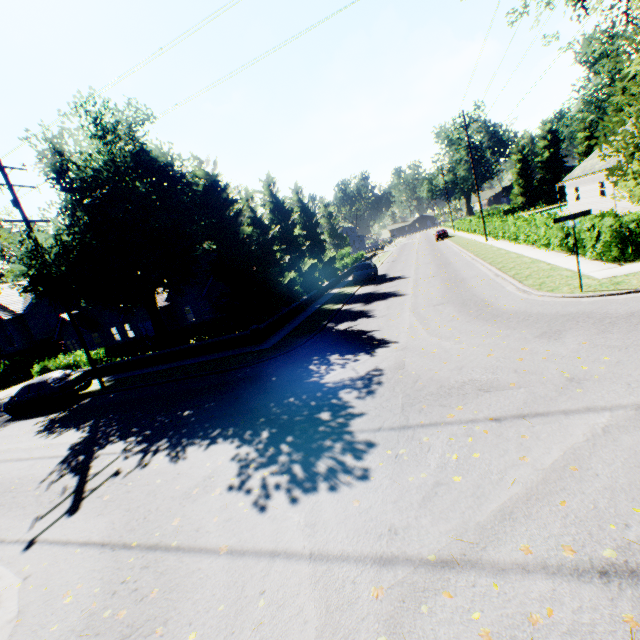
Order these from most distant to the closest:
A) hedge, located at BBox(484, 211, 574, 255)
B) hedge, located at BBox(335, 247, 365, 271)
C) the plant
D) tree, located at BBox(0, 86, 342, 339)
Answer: the plant, hedge, located at BBox(335, 247, 365, 271), hedge, located at BBox(484, 211, 574, 255), tree, located at BBox(0, 86, 342, 339)

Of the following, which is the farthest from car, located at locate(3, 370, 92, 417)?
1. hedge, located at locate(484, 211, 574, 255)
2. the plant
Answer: the plant

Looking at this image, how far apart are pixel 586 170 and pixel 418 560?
40.61m

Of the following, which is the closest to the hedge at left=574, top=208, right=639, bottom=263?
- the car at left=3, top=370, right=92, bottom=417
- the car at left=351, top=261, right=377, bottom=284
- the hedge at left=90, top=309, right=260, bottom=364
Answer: the car at left=351, top=261, right=377, bottom=284

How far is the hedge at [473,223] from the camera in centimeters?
3665cm

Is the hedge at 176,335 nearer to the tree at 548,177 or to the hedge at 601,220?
the tree at 548,177

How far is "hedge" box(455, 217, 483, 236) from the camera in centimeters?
3665cm

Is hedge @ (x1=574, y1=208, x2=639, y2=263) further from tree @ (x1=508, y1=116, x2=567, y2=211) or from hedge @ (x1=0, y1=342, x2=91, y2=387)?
hedge @ (x1=0, y1=342, x2=91, y2=387)
